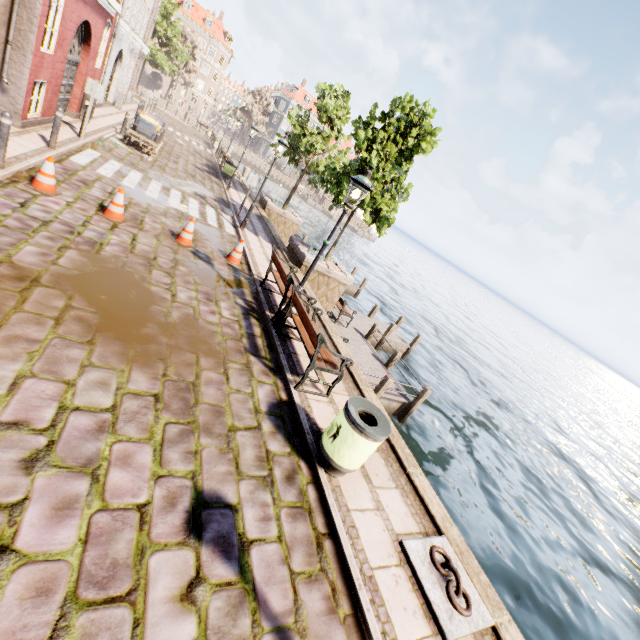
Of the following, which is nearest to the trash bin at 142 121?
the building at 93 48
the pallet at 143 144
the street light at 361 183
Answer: the pallet at 143 144

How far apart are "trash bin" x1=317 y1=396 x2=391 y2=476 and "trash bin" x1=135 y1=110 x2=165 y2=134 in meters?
17.8 m

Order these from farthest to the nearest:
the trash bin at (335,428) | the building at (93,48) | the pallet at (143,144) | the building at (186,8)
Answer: the building at (186,8) < the pallet at (143,144) < the building at (93,48) < the trash bin at (335,428)

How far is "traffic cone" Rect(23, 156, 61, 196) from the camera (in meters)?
6.80

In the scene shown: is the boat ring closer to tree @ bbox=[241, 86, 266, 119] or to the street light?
the street light

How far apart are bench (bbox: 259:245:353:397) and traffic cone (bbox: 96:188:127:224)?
4.63m

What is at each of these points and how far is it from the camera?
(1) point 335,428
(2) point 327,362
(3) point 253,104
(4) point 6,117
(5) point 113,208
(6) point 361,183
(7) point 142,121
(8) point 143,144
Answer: (1) trash bin, 4.38m
(2) bench, 5.97m
(3) tree, 58.69m
(4) bollard, 6.23m
(5) traffic cone, 7.55m
(6) street light, 5.91m
(7) trash bin, 15.66m
(8) pallet, 15.27m

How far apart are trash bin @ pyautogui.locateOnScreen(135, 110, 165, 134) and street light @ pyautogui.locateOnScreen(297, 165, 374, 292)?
14.7m
